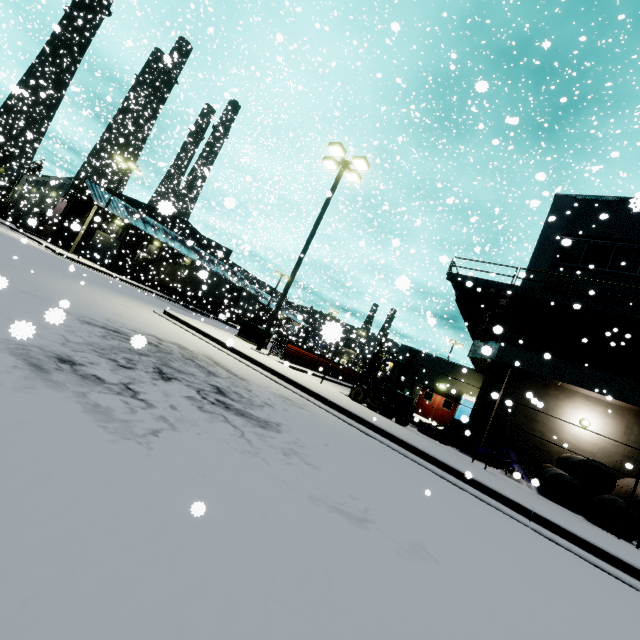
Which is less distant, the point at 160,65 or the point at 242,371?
the point at 242,371

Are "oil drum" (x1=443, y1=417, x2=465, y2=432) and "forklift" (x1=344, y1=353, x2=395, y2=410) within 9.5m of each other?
yes

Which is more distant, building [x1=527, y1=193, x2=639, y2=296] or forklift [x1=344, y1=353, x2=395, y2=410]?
building [x1=527, y1=193, x2=639, y2=296]

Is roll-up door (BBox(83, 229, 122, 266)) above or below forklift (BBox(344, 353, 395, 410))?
above

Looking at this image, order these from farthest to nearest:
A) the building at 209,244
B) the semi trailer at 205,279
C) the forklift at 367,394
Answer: the building at 209,244 < the semi trailer at 205,279 < the forklift at 367,394

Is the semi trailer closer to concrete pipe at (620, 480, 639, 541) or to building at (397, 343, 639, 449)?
building at (397, 343, 639, 449)

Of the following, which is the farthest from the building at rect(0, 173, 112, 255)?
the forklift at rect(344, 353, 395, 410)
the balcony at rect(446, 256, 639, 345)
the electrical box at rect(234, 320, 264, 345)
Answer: the forklift at rect(344, 353, 395, 410)

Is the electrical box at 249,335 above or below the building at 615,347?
below
